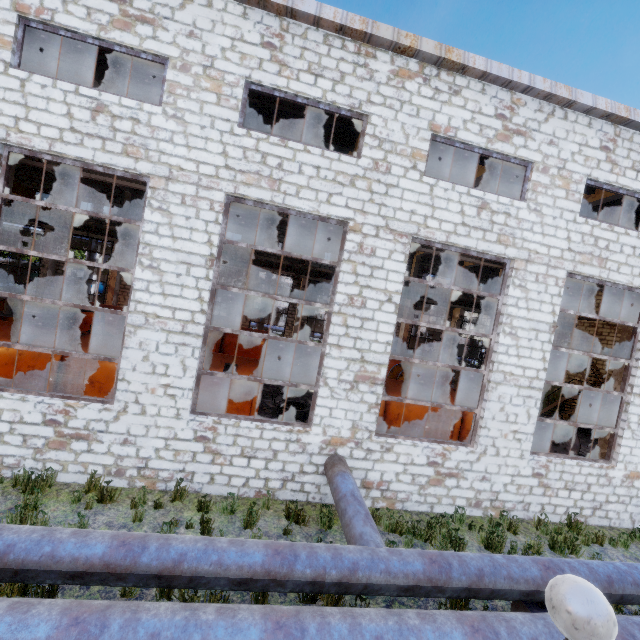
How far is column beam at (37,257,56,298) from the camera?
22.3 meters

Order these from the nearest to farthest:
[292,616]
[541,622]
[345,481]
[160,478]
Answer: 1. [292,616]
2. [541,622]
3. [345,481]
4. [160,478]

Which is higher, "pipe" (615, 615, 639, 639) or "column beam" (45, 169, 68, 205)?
"column beam" (45, 169, 68, 205)

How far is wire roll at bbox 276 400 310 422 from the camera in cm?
1184

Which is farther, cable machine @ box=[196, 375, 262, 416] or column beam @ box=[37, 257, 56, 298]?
column beam @ box=[37, 257, 56, 298]

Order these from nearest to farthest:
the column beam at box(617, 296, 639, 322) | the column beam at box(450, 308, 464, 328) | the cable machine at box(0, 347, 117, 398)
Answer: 1. the cable machine at box(0, 347, 117, 398)
2. the column beam at box(617, 296, 639, 322)
3. the column beam at box(450, 308, 464, 328)

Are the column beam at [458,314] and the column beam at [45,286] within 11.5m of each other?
no

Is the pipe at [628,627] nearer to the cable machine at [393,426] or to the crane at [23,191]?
the cable machine at [393,426]
